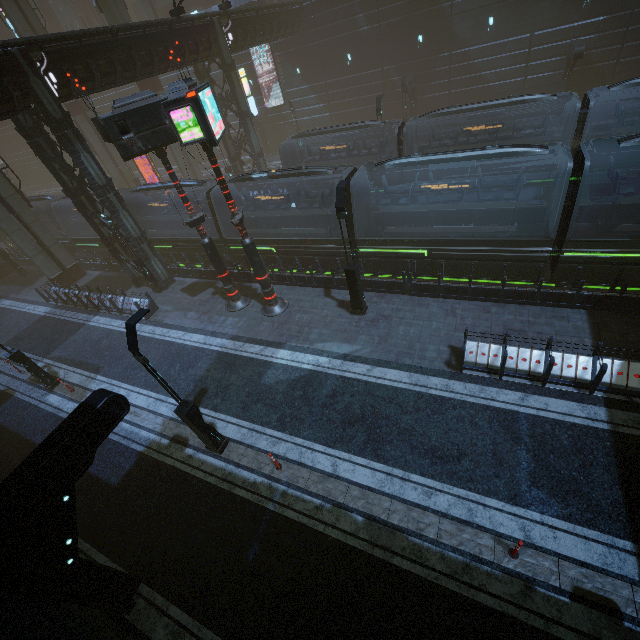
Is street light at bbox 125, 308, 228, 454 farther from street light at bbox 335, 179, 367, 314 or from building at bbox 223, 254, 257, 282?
street light at bbox 335, 179, 367, 314

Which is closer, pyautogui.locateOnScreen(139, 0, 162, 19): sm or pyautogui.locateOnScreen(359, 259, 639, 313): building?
pyautogui.locateOnScreen(359, 259, 639, 313): building

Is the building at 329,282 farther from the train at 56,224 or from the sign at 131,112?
the sign at 131,112

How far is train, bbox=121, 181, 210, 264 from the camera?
19.92m

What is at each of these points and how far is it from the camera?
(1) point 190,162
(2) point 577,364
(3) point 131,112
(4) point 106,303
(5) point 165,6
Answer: (1) sm, 32.2 meters
(2) building, 9.8 meters
(3) sign, 11.1 meters
(4) building, 20.1 meters
(5) building, 44.7 meters

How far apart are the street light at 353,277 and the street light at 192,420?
7.10m

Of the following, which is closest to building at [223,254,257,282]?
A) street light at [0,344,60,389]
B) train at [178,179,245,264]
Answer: train at [178,179,245,264]

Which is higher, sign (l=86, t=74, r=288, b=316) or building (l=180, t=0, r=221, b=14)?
building (l=180, t=0, r=221, b=14)
